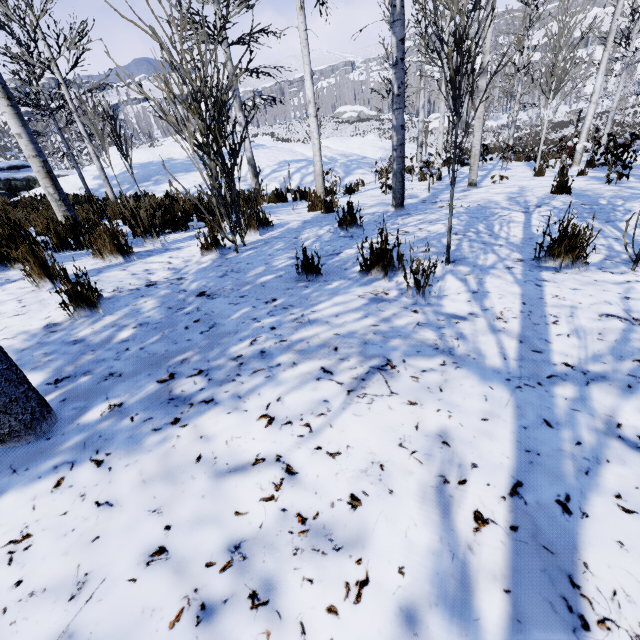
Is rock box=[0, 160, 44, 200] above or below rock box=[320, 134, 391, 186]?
above

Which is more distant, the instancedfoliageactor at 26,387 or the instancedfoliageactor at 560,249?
the instancedfoliageactor at 560,249

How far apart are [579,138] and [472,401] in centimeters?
1469cm

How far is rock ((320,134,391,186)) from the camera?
14.94m

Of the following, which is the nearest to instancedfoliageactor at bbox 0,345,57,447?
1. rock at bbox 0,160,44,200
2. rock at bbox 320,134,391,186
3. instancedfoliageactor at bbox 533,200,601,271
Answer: instancedfoliageactor at bbox 533,200,601,271

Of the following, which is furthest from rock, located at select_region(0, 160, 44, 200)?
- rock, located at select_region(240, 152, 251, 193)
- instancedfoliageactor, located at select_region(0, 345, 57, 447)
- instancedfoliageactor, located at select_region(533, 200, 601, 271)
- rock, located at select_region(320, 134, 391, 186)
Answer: instancedfoliageactor, located at select_region(533, 200, 601, 271)

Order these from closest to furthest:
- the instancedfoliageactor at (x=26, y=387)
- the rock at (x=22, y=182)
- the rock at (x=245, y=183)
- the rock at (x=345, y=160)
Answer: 1. the instancedfoliageactor at (x=26, y=387)
2. the rock at (x=245, y=183)
3. the rock at (x=345, y=160)
4. the rock at (x=22, y=182)

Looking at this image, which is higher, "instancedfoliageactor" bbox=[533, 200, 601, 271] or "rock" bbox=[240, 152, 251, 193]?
"instancedfoliageactor" bbox=[533, 200, 601, 271]
